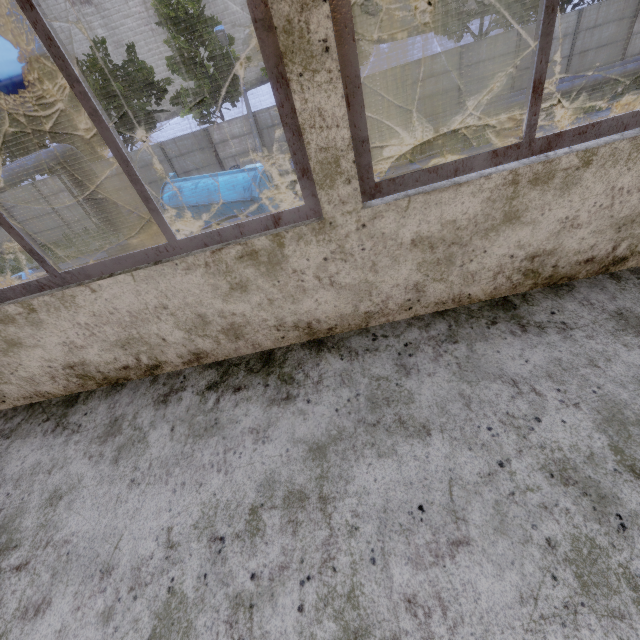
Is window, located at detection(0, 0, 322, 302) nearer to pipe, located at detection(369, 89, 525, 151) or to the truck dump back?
the truck dump back

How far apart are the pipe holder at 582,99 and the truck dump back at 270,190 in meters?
16.2

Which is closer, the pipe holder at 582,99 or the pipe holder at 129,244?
the pipe holder at 129,244

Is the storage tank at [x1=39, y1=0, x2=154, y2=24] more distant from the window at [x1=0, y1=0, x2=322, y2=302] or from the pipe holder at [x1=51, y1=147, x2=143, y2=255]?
the window at [x1=0, y1=0, x2=322, y2=302]

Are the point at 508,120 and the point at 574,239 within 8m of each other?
no

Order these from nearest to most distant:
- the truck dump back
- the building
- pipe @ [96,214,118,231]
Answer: the building → the truck dump back → pipe @ [96,214,118,231]

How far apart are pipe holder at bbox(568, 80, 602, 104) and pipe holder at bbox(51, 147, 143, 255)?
24.3m

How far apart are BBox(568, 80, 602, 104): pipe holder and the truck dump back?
16.2 meters
